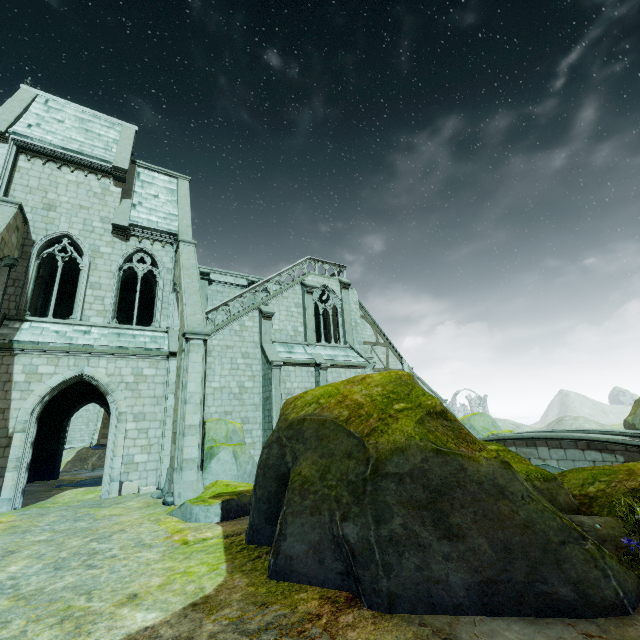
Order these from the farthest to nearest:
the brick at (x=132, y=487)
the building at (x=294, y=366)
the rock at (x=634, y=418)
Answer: the rock at (x=634, y=418)
the building at (x=294, y=366)
the brick at (x=132, y=487)

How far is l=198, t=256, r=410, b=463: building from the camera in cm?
1759

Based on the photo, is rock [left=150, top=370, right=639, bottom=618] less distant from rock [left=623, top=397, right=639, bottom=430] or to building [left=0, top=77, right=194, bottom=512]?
building [left=0, top=77, right=194, bottom=512]

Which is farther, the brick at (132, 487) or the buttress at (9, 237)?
the brick at (132, 487)

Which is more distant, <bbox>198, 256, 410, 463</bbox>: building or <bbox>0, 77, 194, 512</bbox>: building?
<bbox>198, 256, 410, 463</bbox>: building

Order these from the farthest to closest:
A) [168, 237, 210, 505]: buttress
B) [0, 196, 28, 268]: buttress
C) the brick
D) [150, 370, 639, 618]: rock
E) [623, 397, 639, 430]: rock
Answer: [623, 397, 639, 430]: rock → the brick → [0, 196, 28, 268]: buttress → [168, 237, 210, 505]: buttress → [150, 370, 639, 618]: rock

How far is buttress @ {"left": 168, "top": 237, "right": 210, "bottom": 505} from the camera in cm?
1059

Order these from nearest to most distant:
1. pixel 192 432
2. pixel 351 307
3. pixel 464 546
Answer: pixel 464 546, pixel 192 432, pixel 351 307
